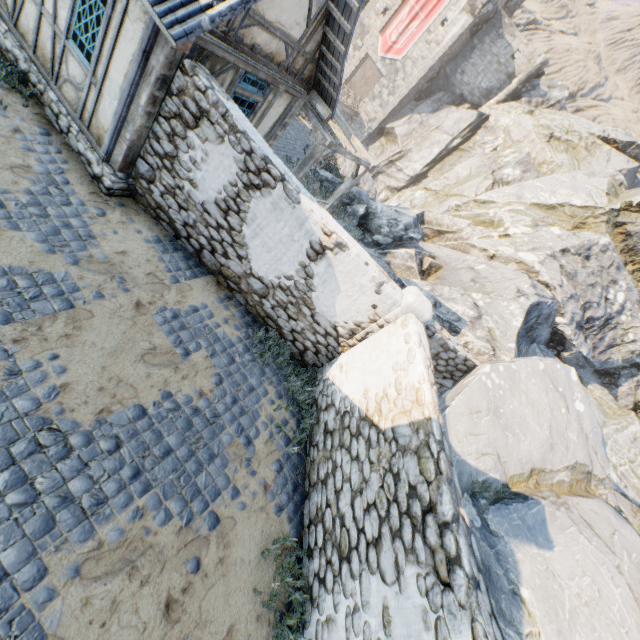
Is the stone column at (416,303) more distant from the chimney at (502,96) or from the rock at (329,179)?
the chimney at (502,96)

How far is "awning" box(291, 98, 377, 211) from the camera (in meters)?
8.95

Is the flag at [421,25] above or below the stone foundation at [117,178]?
above

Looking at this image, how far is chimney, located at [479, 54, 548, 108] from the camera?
28.97m

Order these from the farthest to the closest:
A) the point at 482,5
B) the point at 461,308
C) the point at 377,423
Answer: the point at 482,5 < the point at 461,308 < the point at 377,423

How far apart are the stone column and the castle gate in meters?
35.1

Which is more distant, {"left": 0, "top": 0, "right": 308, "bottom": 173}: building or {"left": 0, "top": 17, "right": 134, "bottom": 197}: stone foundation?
{"left": 0, "top": 17, "right": 134, "bottom": 197}: stone foundation

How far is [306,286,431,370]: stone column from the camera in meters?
6.3 m
